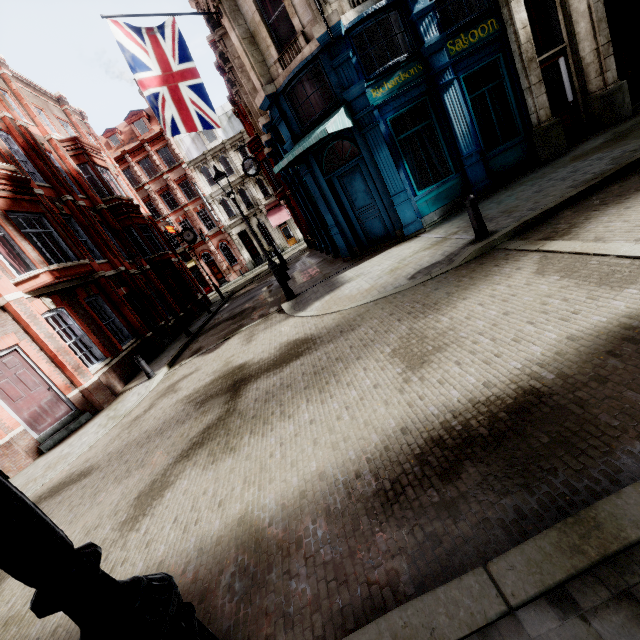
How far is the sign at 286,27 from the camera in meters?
9.5

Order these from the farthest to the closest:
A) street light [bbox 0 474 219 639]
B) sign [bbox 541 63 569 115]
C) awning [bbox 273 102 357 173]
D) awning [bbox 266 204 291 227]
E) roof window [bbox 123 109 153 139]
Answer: awning [bbox 266 204 291 227], roof window [bbox 123 109 153 139], sign [bbox 541 63 569 115], awning [bbox 273 102 357 173], street light [bbox 0 474 219 639]

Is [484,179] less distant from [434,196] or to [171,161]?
[434,196]

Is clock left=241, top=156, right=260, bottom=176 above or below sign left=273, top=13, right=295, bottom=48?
below

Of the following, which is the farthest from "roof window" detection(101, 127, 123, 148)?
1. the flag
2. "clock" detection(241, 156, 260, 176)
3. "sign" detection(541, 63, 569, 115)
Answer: "sign" detection(541, 63, 569, 115)

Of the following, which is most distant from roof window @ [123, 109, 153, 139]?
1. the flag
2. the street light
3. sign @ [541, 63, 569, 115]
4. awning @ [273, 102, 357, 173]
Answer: the street light

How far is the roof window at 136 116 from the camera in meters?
36.5 m

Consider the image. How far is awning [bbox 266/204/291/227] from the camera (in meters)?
37.75
